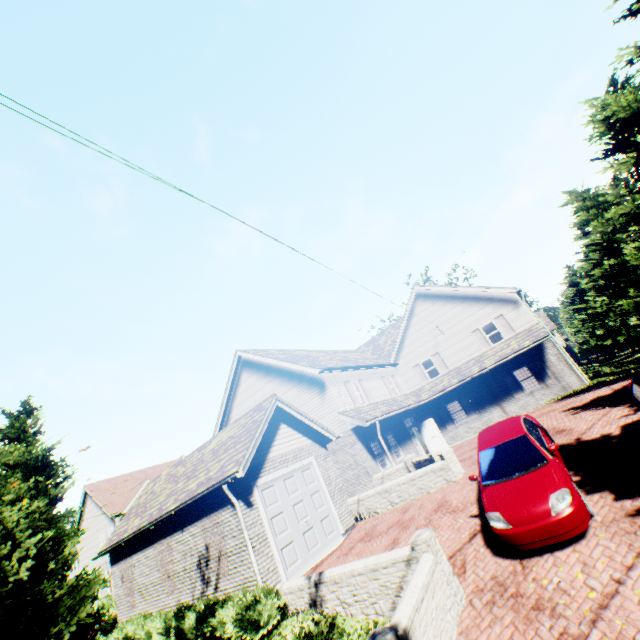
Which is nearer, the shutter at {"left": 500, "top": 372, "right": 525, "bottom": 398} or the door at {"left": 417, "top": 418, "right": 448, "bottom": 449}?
the shutter at {"left": 500, "top": 372, "right": 525, "bottom": 398}

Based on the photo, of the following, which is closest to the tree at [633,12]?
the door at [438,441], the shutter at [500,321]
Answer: the shutter at [500,321]

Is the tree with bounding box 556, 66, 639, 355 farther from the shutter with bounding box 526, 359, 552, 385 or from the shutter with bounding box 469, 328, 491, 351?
the shutter with bounding box 469, 328, 491, 351

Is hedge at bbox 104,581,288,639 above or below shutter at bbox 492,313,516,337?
below

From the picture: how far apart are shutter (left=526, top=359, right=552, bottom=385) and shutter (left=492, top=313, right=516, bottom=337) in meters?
1.8

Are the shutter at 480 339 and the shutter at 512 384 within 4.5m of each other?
yes

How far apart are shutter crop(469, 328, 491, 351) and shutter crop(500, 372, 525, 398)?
1.8m

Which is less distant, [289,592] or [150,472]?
[289,592]
